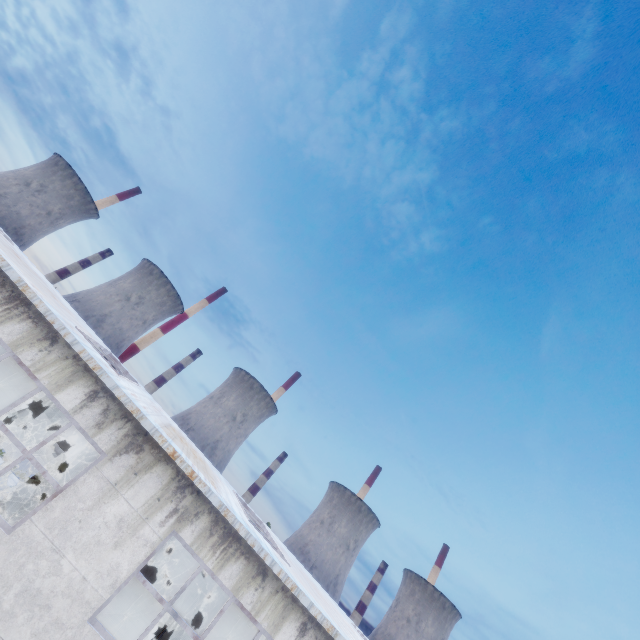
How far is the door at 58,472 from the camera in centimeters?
1934cm

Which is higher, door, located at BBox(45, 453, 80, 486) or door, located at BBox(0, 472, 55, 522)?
door, located at BBox(45, 453, 80, 486)

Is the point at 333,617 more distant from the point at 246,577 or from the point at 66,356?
the point at 66,356

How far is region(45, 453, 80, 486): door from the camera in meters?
19.3

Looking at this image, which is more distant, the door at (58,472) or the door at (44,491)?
the door at (58,472)

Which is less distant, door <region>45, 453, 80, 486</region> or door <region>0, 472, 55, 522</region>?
door <region>0, 472, 55, 522</region>
